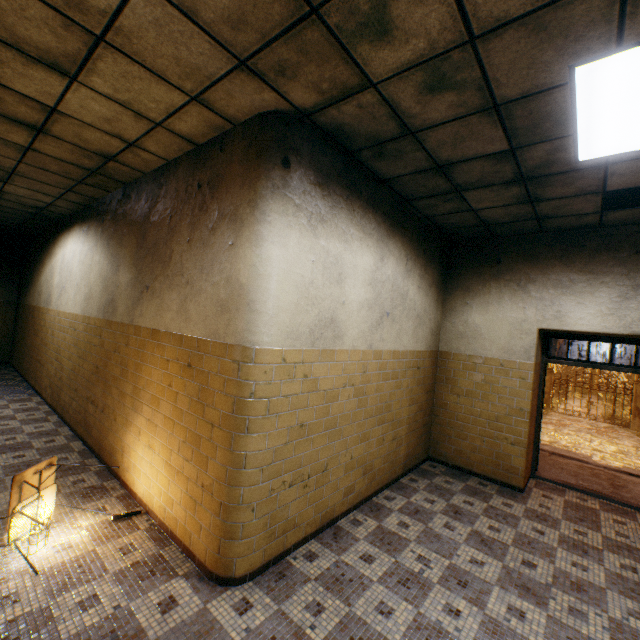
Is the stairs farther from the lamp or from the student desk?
the student desk

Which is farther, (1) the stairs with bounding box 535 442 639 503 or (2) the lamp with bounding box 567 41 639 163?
(1) the stairs with bounding box 535 442 639 503

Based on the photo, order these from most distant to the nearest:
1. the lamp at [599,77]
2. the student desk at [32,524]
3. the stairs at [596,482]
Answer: the stairs at [596,482] < the student desk at [32,524] < the lamp at [599,77]

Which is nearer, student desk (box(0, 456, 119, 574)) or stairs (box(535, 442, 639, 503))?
student desk (box(0, 456, 119, 574))

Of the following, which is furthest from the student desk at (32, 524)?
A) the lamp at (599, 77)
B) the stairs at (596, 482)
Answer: the stairs at (596, 482)

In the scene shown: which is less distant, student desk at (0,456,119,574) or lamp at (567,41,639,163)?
lamp at (567,41,639,163)

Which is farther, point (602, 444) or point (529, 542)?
point (602, 444)

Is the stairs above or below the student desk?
below
